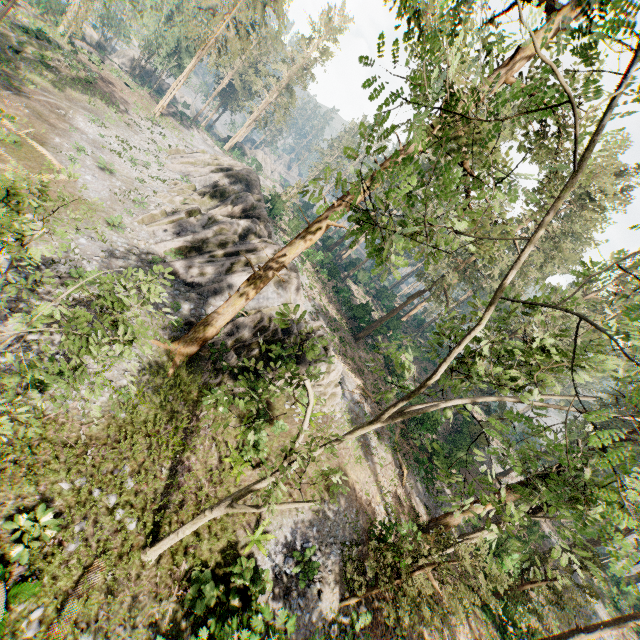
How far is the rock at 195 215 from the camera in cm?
2177

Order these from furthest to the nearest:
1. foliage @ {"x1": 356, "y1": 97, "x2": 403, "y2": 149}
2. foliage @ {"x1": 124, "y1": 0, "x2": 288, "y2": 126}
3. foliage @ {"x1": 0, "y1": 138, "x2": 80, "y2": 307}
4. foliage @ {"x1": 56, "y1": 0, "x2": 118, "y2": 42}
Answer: foliage @ {"x1": 124, "y1": 0, "x2": 288, "y2": 126}
foliage @ {"x1": 56, "y1": 0, "x2": 118, "y2": 42}
foliage @ {"x1": 0, "y1": 138, "x2": 80, "y2": 307}
foliage @ {"x1": 356, "y1": 97, "x2": 403, "y2": 149}

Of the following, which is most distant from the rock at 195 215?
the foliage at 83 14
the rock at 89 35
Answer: the rock at 89 35

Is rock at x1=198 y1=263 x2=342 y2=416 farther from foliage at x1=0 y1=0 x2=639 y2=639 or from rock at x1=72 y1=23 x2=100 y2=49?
rock at x1=72 y1=23 x2=100 y2=49

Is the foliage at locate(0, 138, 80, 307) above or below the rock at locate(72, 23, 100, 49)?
above

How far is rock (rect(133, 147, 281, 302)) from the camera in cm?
2177

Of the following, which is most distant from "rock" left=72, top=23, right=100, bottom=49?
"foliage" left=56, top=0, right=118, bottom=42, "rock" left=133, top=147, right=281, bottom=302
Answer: "rock" left=133, top=147, right=281, bottom=302

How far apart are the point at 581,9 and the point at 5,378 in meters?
19.9 m
